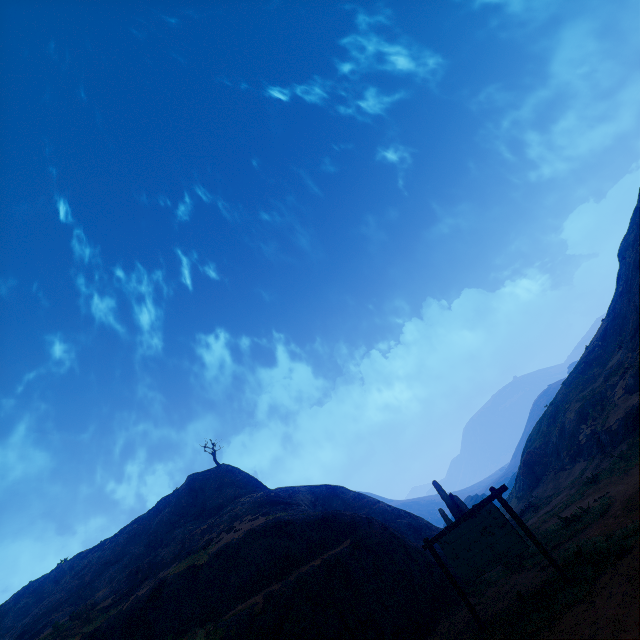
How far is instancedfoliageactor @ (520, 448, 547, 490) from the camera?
32.69m

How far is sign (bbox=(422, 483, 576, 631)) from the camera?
7.8m

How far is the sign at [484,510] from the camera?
Result: 7.8 meters

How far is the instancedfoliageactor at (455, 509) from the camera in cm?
1608

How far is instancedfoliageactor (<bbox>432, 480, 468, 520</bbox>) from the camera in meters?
16.1 m

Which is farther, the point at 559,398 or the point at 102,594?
the point at 559,398

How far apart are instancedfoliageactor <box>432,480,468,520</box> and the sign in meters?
7.4

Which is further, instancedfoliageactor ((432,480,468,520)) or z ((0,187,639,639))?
instancedfoliageactor ((432,480,468,520))
